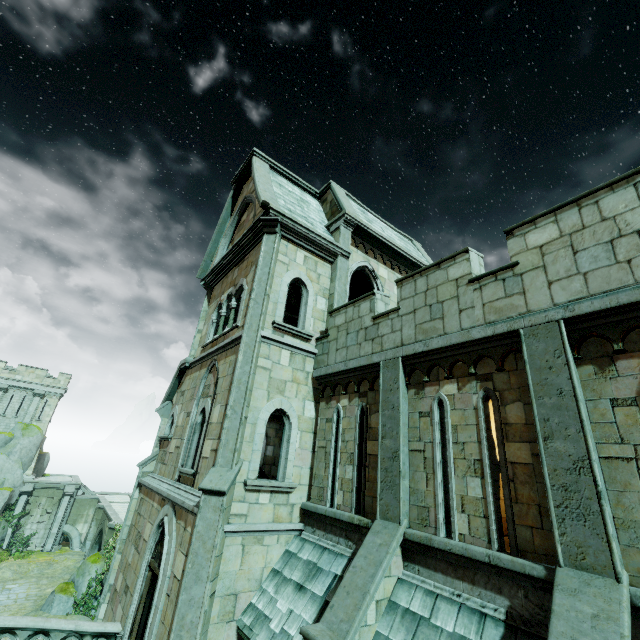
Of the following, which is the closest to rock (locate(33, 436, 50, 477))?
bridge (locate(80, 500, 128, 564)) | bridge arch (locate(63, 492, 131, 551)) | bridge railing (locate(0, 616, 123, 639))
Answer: bridge arch (locate(63, 492, 131, 551))

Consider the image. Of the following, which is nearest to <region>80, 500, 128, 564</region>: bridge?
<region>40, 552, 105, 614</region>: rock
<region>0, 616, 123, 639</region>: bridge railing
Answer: <region>40, 552, 105, 614</region>: rock

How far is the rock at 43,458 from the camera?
35.6m

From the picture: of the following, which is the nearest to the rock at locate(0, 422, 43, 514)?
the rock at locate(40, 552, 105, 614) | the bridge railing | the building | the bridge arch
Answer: the bridge arch

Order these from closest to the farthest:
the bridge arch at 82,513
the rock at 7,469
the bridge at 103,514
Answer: the bridge at 103,514 → the rock at 7,469 → the bridge arch at 82,513

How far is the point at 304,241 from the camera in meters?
11.3

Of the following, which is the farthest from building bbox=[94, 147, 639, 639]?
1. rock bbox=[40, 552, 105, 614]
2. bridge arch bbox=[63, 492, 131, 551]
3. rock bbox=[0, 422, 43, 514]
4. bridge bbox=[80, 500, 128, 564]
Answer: bridge arch bbox=[63, 492, 131, 551]

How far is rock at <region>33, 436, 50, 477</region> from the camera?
35.6m
